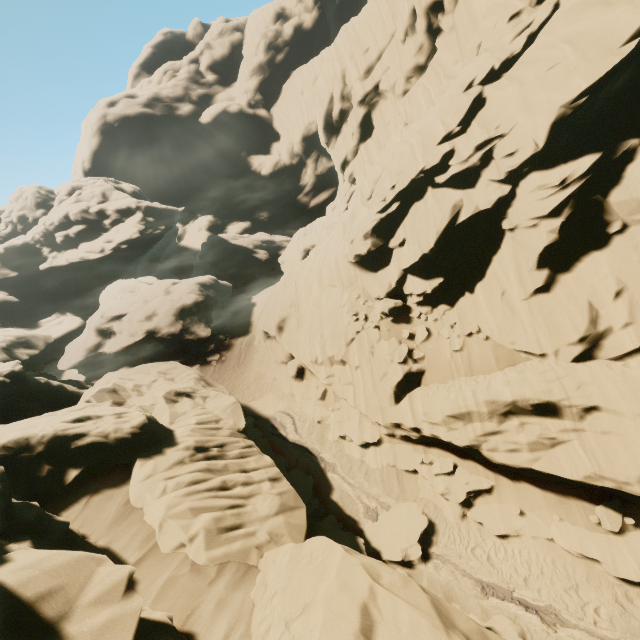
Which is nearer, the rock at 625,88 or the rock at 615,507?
the rock at 625,88

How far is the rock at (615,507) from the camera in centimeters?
1098cm

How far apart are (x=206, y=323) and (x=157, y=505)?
24.29m

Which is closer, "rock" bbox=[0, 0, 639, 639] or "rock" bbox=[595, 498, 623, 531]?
"rock" bbox=[0, 0, 639, 639]

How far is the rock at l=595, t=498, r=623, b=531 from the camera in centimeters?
1098cm

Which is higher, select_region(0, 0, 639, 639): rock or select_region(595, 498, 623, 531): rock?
select_region(0, 0, 639, 639): rock
